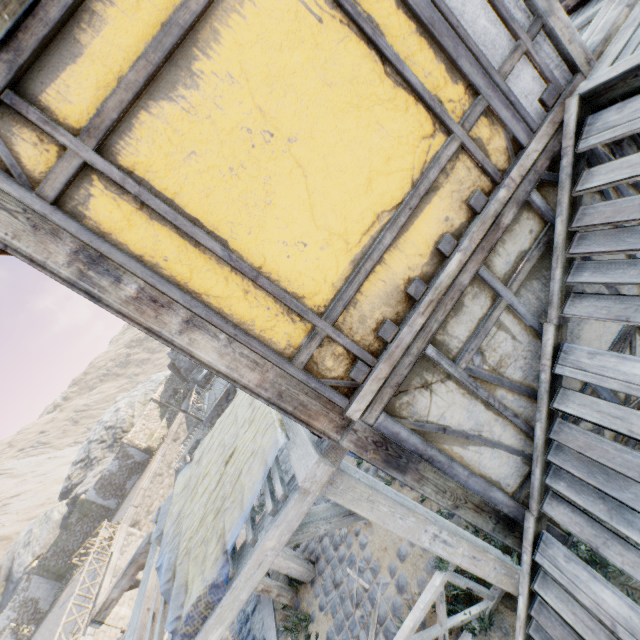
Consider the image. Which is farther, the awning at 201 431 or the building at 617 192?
the awning at 201 431

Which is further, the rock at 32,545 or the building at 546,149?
the rock at 32,545

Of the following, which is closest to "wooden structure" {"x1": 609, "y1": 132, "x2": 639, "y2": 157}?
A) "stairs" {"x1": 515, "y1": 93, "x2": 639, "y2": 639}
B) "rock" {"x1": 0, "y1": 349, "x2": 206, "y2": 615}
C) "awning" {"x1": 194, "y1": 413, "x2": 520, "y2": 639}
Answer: "stairs" {"x1": 515, "y1": 93, "x2": 639, "y2": 639}

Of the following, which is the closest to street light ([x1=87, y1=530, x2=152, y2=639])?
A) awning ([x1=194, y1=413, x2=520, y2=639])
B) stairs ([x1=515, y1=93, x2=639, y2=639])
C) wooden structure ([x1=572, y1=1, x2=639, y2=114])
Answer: awning ([x1=194, y1=413, x2=520, y2=639])

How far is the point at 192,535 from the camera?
3.4 meters

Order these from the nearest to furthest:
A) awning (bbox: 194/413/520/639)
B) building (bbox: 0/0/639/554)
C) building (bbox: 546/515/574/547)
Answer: building (bbox: 0/0/639/554), awning (bbox: 194/413/520/639), building (bbox: 546/515/574/547)

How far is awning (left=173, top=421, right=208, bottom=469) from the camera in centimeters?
2222cm

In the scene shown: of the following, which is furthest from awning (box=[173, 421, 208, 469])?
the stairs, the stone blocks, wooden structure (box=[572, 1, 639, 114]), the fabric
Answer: wooden structure (box=[572, 1, 639, 114])
